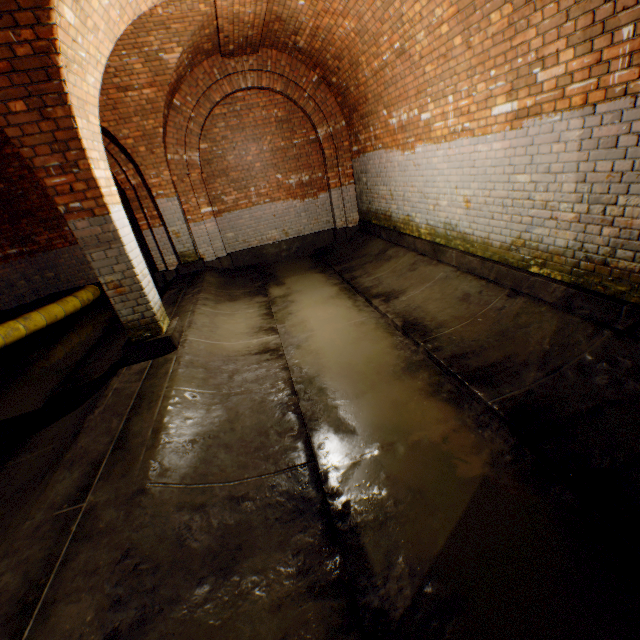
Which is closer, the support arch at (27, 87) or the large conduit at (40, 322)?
the support arch at (27, 87)

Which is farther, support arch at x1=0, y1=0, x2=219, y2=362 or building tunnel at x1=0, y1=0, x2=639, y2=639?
support arch at x1=0, y1=0, x2=219, y2=362

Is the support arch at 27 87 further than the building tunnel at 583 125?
Yes

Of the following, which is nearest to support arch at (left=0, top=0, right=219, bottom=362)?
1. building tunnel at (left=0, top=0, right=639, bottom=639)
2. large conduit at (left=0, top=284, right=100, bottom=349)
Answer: building tunnel at (left=0, top=0, right=639, bottom=639)

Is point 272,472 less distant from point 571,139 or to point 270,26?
point 571,139

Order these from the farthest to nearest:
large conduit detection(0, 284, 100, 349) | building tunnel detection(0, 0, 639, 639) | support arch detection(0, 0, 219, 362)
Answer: large conduit detection(0, 284, 100, 349) < support arch detection(0, 0, 219, 362) < building tunnel detection(0, 0, 639, 639)

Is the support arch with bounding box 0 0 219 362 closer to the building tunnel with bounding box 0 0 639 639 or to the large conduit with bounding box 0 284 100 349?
the building tunnel with bounding box 0 0 639 639

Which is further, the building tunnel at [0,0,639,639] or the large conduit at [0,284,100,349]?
the large conduit at [0,284,100,349]
